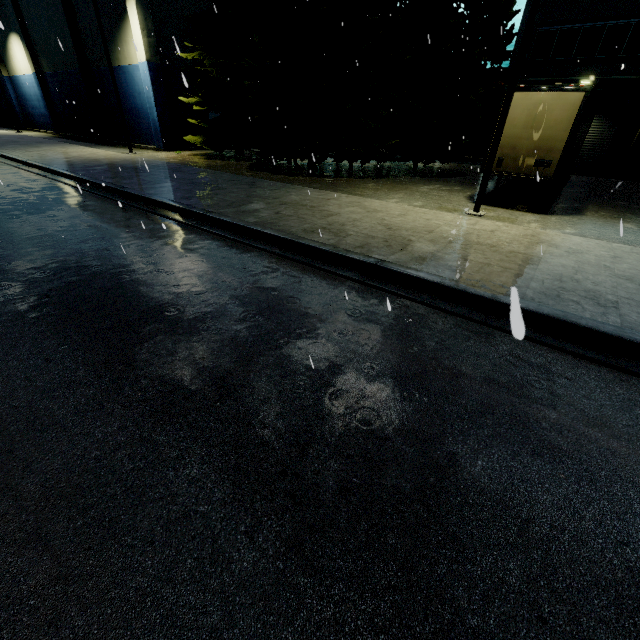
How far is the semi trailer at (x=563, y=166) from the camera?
9.4 meters

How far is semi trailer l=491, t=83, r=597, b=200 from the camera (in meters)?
9.42

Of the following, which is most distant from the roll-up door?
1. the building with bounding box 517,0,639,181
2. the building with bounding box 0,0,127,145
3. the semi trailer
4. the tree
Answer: the building with bounding box 0,0,127,145

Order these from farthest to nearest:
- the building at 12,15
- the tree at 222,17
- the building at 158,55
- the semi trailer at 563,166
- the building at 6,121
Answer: the building at 6,121
the building at 12,15
the building at 158,55
the tree at 222,17
the semi trailer at 563,166

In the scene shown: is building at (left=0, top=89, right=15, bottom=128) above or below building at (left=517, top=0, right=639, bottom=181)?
below

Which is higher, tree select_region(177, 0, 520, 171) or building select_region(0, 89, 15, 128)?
tree select_region(177, 0, 520, 171)

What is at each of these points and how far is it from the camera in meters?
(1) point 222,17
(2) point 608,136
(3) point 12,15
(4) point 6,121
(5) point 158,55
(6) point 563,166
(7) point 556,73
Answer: (1) tree, 18.3
(2) roll-up door, 19.7
(3) building, 28.9
(4) building, 42.4
(5) building, 21.3
(6) semi trailer, 10.7
(7) building, 19.8

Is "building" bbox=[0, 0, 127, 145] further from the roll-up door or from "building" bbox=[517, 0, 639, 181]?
the roll-up door
